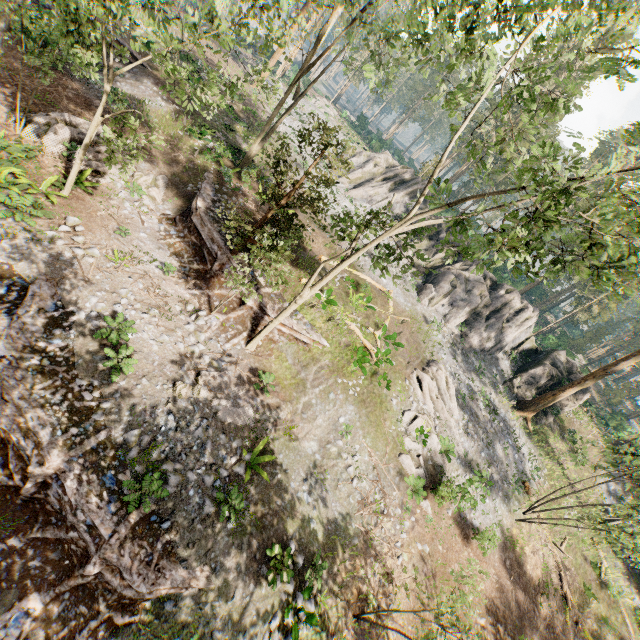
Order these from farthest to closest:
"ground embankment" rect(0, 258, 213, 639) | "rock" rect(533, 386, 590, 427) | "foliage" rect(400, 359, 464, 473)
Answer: "rock" rect(533, 386, 590, 427)
"foliage" rect(400, 359, 464, 473)
"ground embankment" rect(0, 258, 213, 639)

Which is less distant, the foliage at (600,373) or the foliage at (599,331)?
the foliage at (600,373)

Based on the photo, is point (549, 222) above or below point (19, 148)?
above

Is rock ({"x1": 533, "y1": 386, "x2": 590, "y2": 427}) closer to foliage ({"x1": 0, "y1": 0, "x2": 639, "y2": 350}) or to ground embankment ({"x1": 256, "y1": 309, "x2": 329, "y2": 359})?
foliage ({"x1": 0, "y1": 0, "x2": 639, "y2": 350})

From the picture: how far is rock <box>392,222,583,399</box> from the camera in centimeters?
2855cm

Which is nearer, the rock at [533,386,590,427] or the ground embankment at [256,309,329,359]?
the ground embankment at [256,309,329,359]

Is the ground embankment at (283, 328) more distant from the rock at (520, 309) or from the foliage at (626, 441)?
the rock at (520, 309)

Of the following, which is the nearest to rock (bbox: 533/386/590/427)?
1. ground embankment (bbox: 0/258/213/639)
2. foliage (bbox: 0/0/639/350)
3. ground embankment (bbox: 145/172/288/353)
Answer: foliage (bbox: 0/0/639/350)
